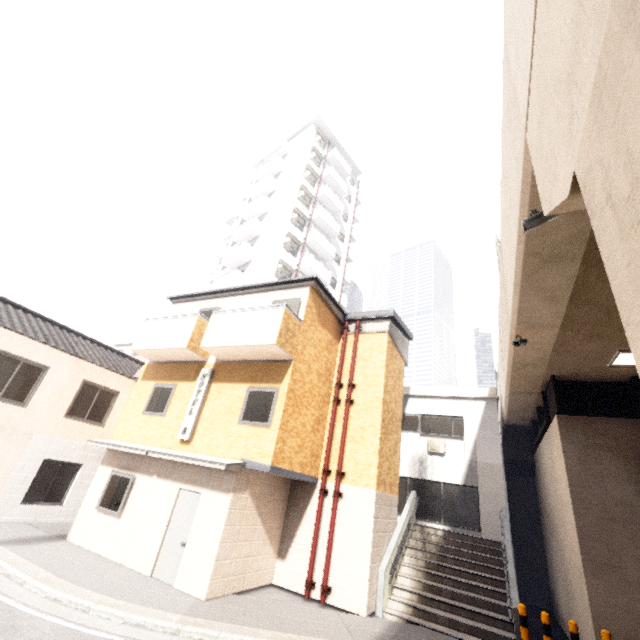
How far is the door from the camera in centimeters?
830cm

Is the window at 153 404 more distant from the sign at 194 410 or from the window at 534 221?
the window at 534 221

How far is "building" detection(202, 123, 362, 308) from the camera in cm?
2719

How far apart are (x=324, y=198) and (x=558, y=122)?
31.25m

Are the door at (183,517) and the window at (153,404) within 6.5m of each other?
yes

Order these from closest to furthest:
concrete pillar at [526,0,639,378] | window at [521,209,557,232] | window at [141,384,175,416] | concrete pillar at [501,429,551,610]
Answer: concrete pillar at [526,0,639,378]
window at [521,209,557,232]
window at [141,384,175,416]
concrete pillar at [501,429,551,610]

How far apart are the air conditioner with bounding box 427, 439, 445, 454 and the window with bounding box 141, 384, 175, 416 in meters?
11.5

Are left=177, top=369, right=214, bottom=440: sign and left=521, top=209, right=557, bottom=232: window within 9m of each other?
no
